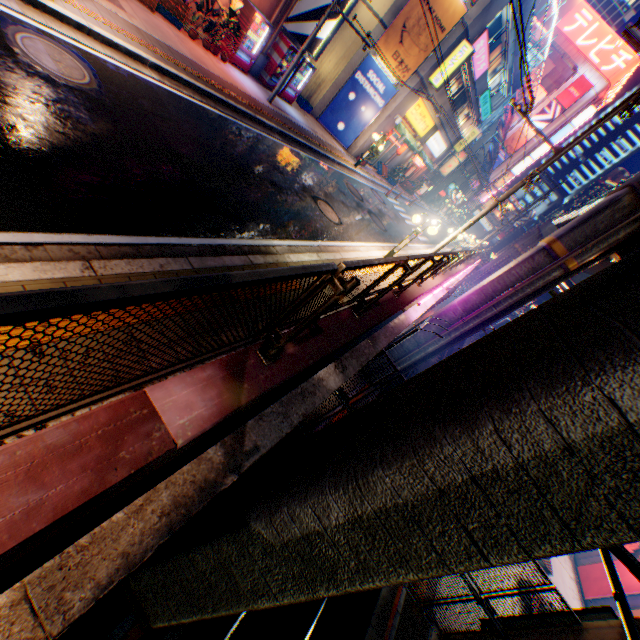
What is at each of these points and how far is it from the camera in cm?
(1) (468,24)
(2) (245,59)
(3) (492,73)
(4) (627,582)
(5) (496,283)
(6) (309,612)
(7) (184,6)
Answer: (1) building, 1744
(2) vending machine, 1353
(3) window glass, 2522
(4) billboard, 2067
(5) overpass support, 1466
(6) railway, 1036
(7) plastic crate, 1062

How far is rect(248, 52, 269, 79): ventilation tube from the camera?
14.4m

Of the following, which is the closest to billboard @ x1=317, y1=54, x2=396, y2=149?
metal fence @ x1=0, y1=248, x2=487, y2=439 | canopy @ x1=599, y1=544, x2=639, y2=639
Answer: metal fence @ x1=0, y1=248, x2=487, y2=439

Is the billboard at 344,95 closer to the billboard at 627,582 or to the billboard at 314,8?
the billboard at 314,8

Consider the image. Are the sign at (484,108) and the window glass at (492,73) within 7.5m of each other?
yes

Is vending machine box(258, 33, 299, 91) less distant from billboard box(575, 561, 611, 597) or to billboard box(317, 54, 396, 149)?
billboard box(317, 54, 396, 149)

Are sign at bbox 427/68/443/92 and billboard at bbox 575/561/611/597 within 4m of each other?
no

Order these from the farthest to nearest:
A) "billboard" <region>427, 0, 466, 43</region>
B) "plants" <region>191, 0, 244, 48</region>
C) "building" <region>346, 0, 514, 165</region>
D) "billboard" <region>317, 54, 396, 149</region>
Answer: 1. "billboard" <region>317, 54, 396, 149</region>
2. "building" <region>346, 0, 514, 165</region>
3. "billboard" <region>427, 0, 466, 43</region>
4. "plants" <region>191, 0, 244, 48</region>
